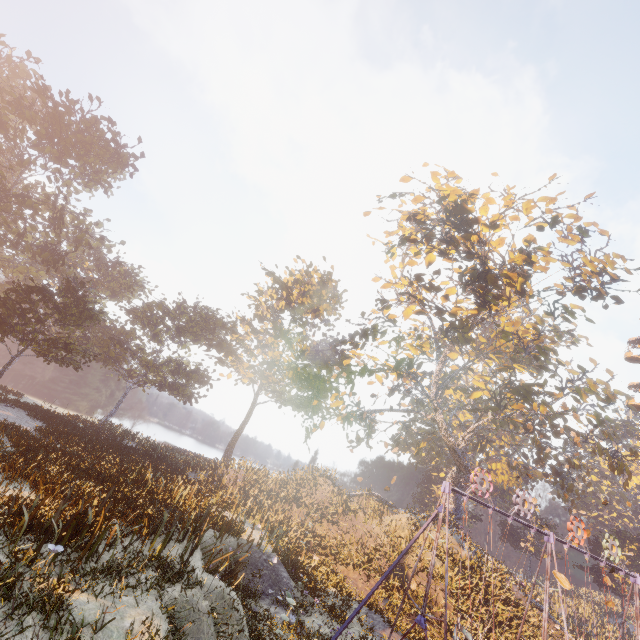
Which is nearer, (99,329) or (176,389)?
(176,389)

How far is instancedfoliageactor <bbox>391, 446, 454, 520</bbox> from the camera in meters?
30.1

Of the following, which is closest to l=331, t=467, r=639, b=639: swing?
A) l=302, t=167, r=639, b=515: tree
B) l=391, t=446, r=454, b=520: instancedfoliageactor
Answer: l=302, t=167, r=639, b=515: tree

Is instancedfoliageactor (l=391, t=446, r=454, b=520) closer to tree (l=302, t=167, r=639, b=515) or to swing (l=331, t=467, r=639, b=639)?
tree (l=302, t=167, r=639, b=515)

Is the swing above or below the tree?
below

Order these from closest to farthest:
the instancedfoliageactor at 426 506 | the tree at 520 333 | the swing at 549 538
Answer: the swing at 549 538, the tree at 520 333, the instancedfoliageactor at 426 506

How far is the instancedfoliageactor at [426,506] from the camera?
30.1 meters

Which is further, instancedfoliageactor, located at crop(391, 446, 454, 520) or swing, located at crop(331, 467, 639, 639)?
instancedfoliageactor, located at crop(391, 446, 454, 520)
